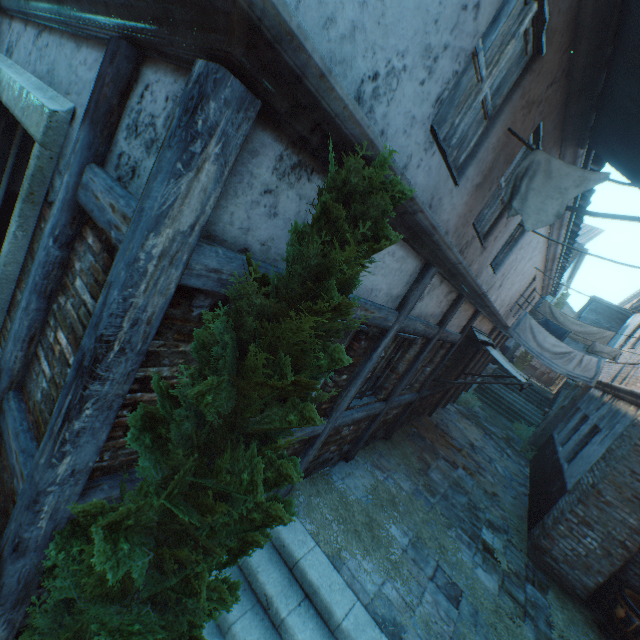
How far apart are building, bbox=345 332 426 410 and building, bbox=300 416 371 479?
0.2 meters

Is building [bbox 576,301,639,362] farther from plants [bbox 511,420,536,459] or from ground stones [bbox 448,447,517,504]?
plants [bbox 511,420,536,459]

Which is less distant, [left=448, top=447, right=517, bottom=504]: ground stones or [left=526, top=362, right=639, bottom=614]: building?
[left=526, top=362, right=639, bottom=614]: building

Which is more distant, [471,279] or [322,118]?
[471,279]

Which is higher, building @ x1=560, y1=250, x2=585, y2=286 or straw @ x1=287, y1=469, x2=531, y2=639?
building @ x1=560, y1=250, x2=585, y2=286

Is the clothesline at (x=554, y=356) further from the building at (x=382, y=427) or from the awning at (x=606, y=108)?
the building at (x=382, y=427)

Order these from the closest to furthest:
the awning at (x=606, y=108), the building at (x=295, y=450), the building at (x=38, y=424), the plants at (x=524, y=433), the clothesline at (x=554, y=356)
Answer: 1. the building at (x=38, y=424)
2. the awning at (x=606, y=108)
3. the building at (x=295, y=450)
4. the clothesline at (x=554, y=356)
5. the plants at (x=524, y=433)

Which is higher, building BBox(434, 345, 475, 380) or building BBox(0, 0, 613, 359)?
building BBox(0, 0, 613, 359)
